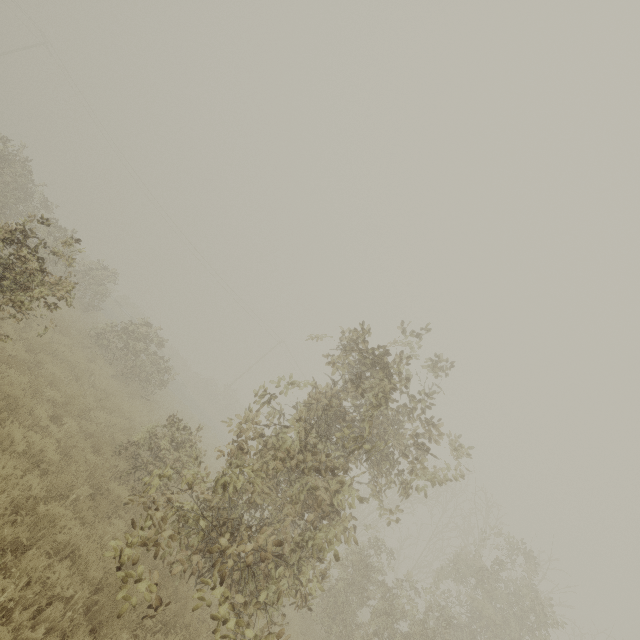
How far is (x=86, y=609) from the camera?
4.9m
